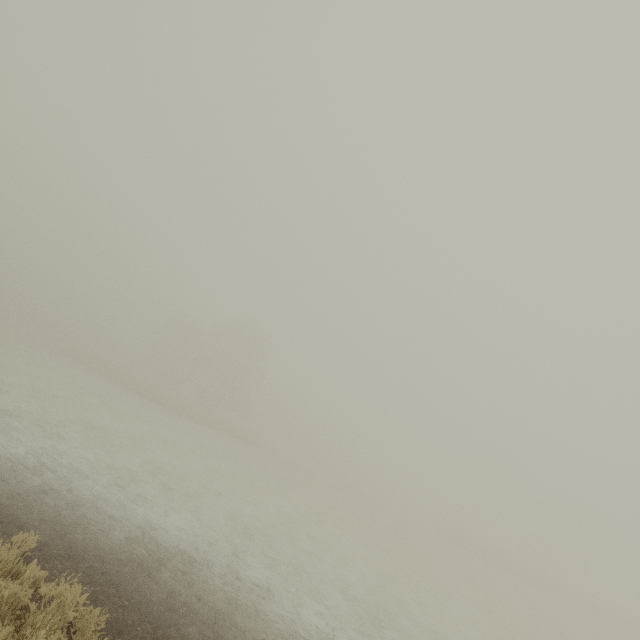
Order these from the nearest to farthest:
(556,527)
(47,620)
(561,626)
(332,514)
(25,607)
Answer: (47,620), (25,607), (561,626), (332,514), (556,527)
